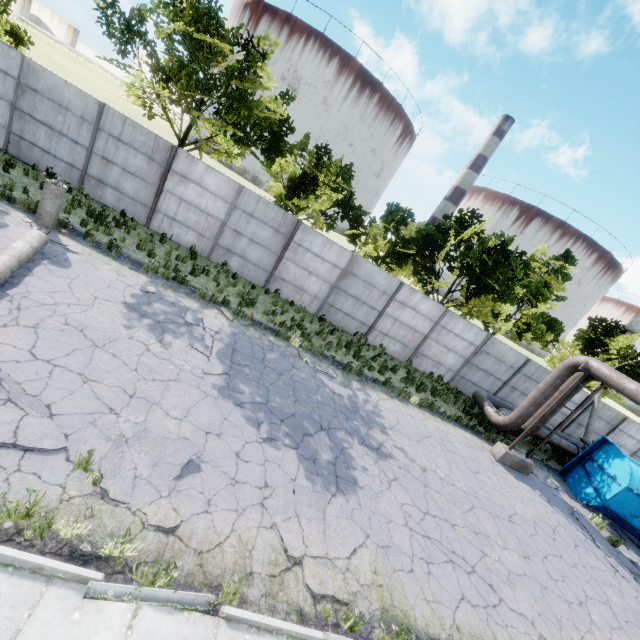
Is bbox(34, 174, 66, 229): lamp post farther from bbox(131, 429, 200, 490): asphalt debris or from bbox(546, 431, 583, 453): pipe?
bbox(546, 431, 583, 453): pipe

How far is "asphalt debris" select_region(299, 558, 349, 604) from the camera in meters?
5.0 m

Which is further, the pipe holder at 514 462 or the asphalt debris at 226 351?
the pipe holder at 514 462

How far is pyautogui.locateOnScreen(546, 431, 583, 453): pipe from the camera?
16.31m

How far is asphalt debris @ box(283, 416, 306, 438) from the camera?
7.9m

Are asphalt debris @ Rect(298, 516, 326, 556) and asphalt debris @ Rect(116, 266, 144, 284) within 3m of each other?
no

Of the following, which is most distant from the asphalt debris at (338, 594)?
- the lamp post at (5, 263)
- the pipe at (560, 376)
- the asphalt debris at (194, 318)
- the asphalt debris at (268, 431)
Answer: the pipe at (560, 376)

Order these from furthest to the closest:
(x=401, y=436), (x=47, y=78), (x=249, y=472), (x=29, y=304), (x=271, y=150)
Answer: (x=271, y=150) < (x=47, y=78) < (x=401, y=436) < (x=29, y=304) < (x=249, y=472)
